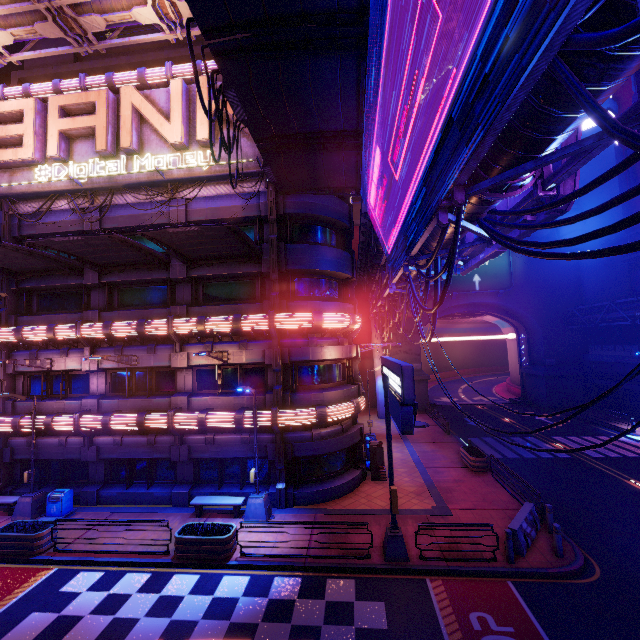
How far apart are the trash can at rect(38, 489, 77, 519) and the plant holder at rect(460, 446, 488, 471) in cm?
2114

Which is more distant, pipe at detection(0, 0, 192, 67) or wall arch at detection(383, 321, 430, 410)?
wall arch at detection(383, 321, 430, 410)

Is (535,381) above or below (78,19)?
below

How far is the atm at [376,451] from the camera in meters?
18.0

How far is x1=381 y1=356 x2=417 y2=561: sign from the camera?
7.14m

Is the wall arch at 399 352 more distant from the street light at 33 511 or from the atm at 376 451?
the street light at 33 511

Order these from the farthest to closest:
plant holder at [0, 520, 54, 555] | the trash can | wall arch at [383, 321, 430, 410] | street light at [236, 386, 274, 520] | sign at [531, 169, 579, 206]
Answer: wall arch at [383, 321, 430, 410], the trash can, street light at [236, 386, 274, 520], plant holder at [0, 520, 54, 555], sign at [531, 169, 579, 206]

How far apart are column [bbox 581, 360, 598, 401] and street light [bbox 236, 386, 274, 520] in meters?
35.6
